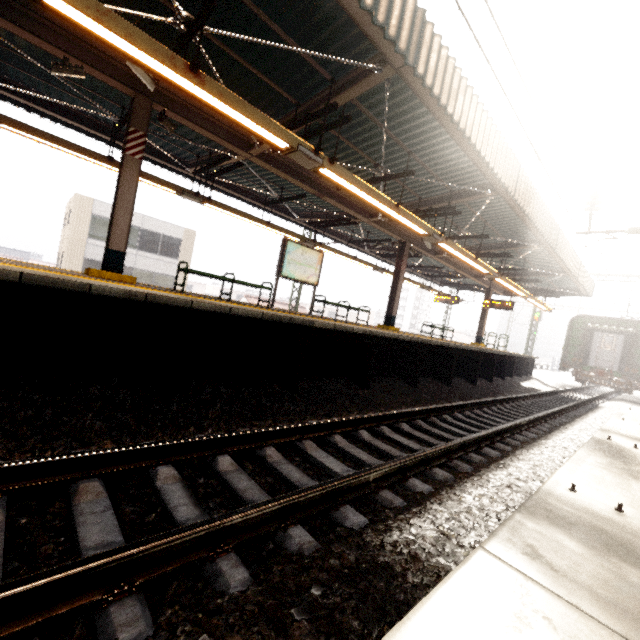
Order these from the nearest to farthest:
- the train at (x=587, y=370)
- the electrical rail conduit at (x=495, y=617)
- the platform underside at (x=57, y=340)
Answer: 1. the electrical rail conduit at (x=495, y=617)
2. the platform underside at (x=57, y=340)
3. the train at (x=587, y=370)

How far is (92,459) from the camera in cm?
233

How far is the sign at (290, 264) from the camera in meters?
9.1 m

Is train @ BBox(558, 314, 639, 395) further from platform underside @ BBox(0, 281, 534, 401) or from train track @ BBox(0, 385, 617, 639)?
train track @ BBox(0, 385, 617, 639)

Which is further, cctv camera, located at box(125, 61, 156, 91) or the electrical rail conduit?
cctv camera, located at box(125, 61, 156, 91)

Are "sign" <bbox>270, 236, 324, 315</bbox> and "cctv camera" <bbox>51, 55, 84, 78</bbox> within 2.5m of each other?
no

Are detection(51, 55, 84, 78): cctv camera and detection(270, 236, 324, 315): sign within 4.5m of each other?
no

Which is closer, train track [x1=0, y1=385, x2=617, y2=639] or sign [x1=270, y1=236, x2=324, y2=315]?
train track [x1=0, y1=385, x2=617, y2=639]
